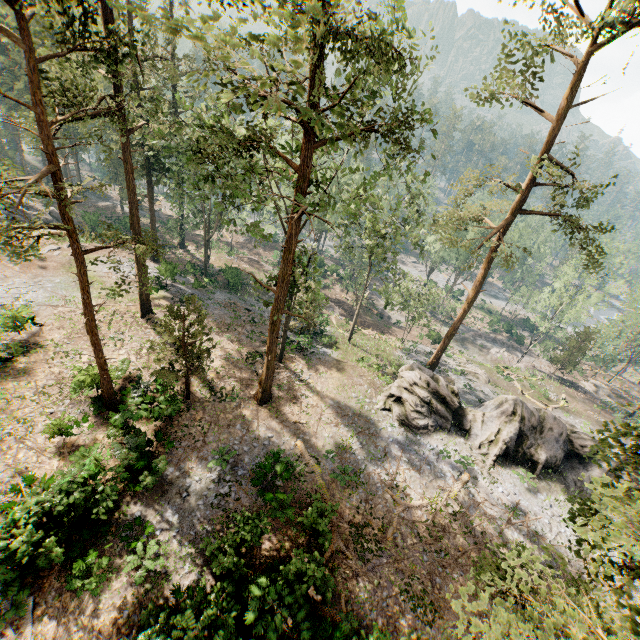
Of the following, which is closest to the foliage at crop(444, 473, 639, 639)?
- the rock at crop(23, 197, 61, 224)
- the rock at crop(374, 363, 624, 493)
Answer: the rock at crop(374, 363, 624, 493)

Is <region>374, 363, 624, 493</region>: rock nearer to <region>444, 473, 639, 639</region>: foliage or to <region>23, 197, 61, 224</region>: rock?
<region>444, 473, 639, 639</region>: foliage

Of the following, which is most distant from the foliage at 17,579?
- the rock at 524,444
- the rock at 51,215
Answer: the rock at 51,215

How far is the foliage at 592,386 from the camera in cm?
1155

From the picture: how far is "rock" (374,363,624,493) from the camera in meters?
23.2 m

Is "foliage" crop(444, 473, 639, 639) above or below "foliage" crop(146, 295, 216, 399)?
above

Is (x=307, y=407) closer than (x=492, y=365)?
Yes
